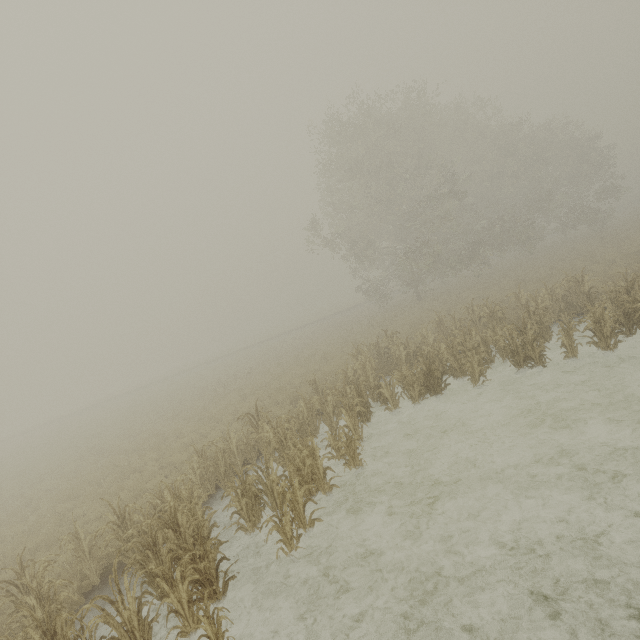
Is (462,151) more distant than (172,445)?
Yes
